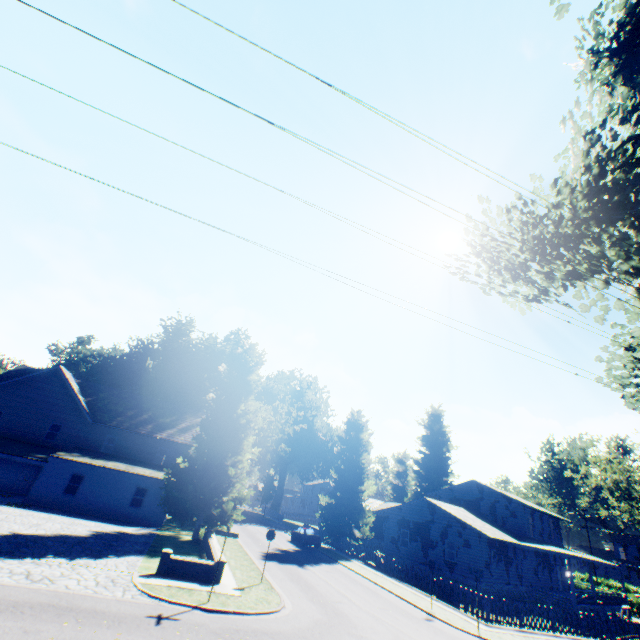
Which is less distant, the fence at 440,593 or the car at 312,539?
the fence at 440,593

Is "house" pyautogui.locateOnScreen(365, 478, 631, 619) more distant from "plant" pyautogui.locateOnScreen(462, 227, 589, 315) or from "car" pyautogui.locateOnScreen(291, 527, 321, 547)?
"car" pyautogui.locateOnScreen(291, 527, 321, 547)

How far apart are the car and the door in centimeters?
2562cm

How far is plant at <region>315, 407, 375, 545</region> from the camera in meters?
35.6 m

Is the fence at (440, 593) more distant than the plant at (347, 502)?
No

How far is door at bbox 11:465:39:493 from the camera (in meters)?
28.16

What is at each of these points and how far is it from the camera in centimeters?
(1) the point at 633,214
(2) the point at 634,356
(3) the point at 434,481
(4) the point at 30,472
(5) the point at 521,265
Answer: (1) plant, 809cm
(2) plant, 1097cm
(3) plant, 5738cm
(4) door, 2889cm
(5) plant, 1050cm

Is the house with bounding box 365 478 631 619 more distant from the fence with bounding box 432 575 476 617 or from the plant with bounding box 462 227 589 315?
the fence with bounding box 432 575 476 617
